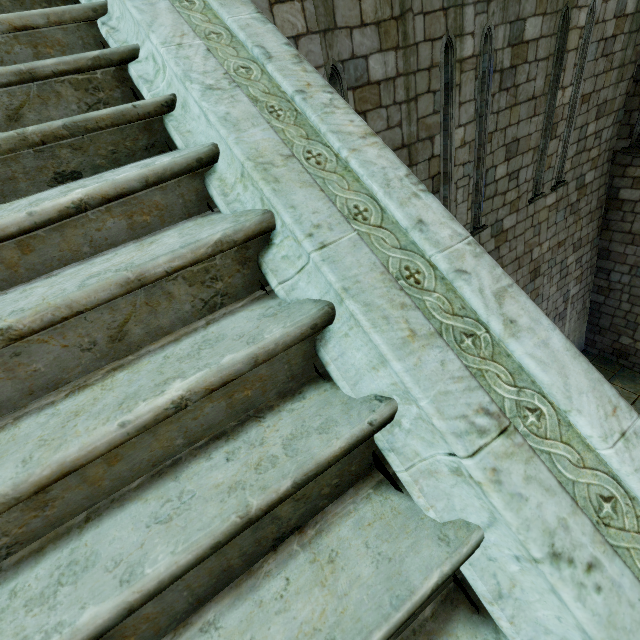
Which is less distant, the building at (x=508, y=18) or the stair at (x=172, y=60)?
the stair at (x=172, y=60)

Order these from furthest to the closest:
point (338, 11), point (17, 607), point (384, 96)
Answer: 1. point (384, 96)
2. point (338, 11)
3. point (17, 607)

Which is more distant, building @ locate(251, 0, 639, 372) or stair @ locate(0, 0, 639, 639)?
building @ locate(251, 0, 639, 372)
